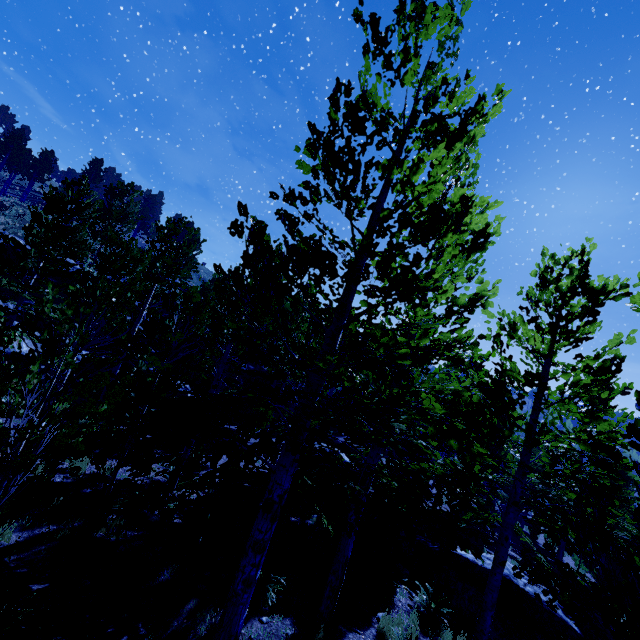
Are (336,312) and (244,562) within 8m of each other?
yes

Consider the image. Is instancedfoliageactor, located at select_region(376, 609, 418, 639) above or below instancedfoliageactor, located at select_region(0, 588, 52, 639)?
below

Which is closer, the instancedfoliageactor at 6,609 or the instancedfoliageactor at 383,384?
the instancedfoliageactor at 383,384

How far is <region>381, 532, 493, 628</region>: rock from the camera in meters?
9.1

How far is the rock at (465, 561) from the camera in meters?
9.1

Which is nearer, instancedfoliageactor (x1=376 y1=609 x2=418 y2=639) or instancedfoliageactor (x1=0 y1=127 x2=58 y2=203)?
instancedfoliageactor (x1=376 y1=609 x2=418 y2=639)

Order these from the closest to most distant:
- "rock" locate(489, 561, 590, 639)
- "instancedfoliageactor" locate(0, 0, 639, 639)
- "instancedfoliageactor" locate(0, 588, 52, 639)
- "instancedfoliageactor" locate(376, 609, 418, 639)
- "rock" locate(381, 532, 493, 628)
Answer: "instancedfoliageactor" locate(0, 0, 639, 639) → "instancedfoliageactor" locate(0, 588, 52, 639) → "instancedfoliageactor" locate(376, 609, 418, 639) → "rock" locate(489, 561, 590, 639) → "rock" locate(381, 532, 493, 628)

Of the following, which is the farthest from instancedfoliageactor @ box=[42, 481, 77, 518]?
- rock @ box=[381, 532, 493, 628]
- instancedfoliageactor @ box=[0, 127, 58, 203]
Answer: instancedfoliageactor @ box=[0, 127, 58, 203]
